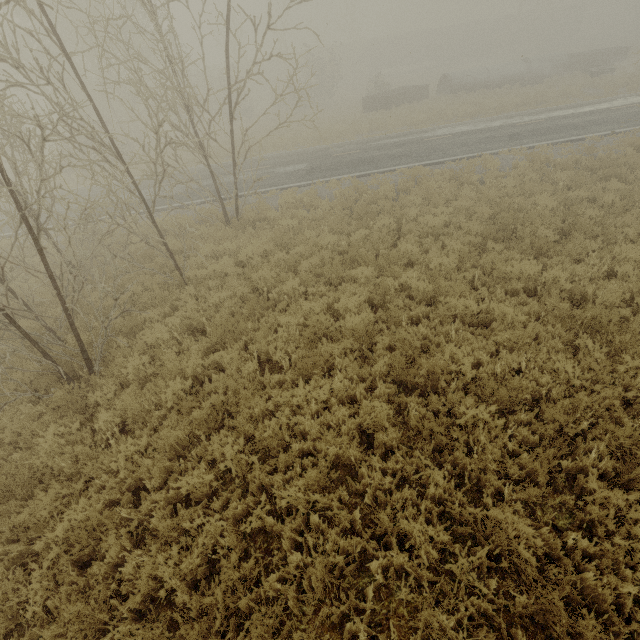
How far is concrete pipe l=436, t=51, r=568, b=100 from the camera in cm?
2805

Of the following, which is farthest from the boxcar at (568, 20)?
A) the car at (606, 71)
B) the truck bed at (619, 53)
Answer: the car at (606, 71)

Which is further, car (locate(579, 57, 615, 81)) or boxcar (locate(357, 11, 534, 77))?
boxcar (locate(357, 11, 534, 77))

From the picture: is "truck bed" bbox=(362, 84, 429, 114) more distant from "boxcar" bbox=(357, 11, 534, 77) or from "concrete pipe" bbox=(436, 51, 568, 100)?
"boxcar" bbox=(357, 11, 534, 77)

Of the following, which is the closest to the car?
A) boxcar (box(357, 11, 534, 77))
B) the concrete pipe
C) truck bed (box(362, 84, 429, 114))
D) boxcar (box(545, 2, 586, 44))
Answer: the concrete pipe

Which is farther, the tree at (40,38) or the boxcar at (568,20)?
the boxcar at (568,20)

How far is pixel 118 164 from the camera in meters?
23.2

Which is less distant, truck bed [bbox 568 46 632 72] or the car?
the car
